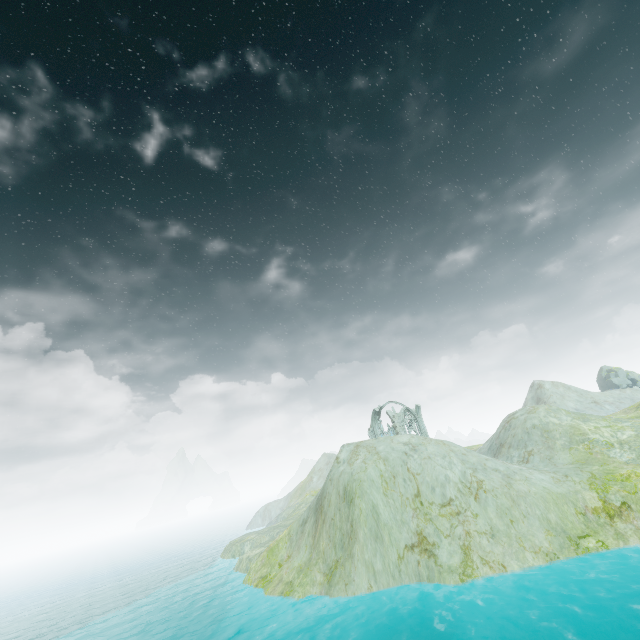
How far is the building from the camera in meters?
51.3 m

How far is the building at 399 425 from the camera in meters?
51.3

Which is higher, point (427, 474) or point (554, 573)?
point (427, 474)
